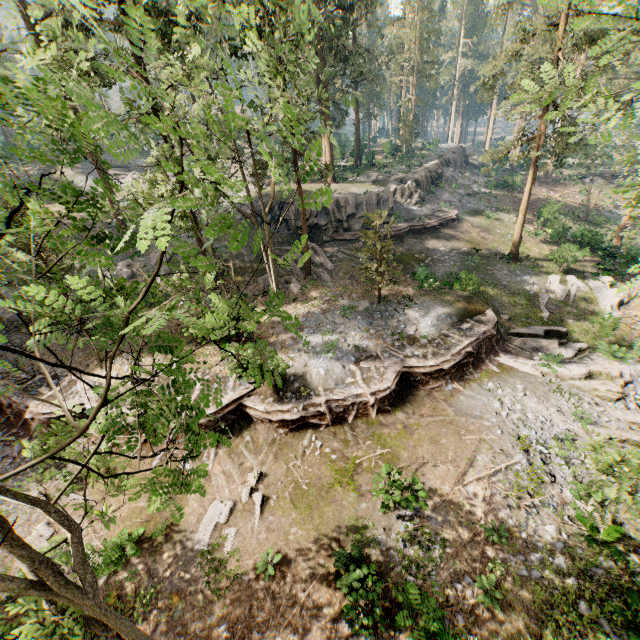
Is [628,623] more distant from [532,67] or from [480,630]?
A: [532,67]

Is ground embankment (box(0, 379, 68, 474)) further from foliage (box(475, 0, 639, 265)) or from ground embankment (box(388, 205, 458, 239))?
ground embankment (box(388, 205, 458, 239))

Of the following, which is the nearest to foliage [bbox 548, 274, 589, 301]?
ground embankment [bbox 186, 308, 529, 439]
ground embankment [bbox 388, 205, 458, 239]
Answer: ground embankment [bbox 186, 308, 529, 439]

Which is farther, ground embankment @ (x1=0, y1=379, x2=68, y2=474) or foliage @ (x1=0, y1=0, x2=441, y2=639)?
ground embankment @ (x1=0, y1=379, x2=68, y2=474)

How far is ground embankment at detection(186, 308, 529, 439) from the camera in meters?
16.1 m

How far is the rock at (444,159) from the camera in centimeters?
3025cm

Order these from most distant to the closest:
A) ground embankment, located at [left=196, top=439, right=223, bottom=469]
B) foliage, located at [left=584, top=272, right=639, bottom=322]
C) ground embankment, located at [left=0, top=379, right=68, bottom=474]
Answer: ground embankment, located at [left=0, top=379, right=68, bottom=474]
ground embankment, located at [left=196, top=439, right=223, bottom=469]
foliage, located at [left=584, top=272, right=639, bottom=322]

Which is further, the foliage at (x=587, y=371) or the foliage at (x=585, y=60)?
the foliage at (x=587, y=371)
